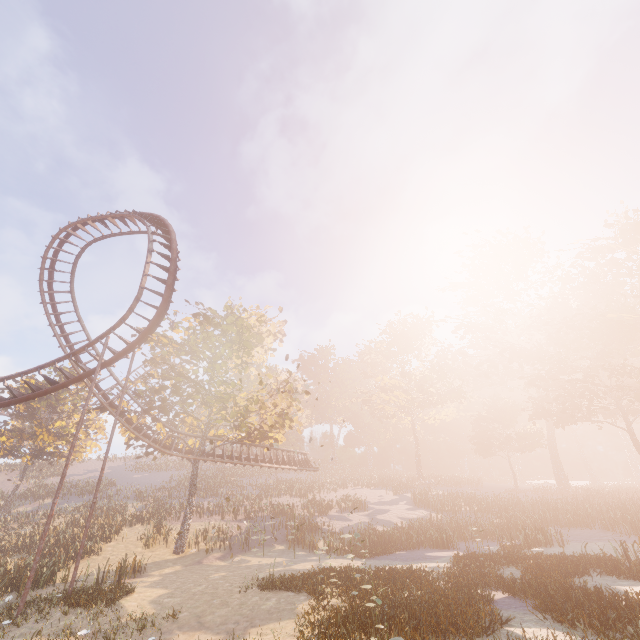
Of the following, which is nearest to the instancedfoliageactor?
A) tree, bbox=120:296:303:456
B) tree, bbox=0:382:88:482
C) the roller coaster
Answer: tree, bbox=120:296:303:456

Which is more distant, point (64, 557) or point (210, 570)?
point (64, 557)

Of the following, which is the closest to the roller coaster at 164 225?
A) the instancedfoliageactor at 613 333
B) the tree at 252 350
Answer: the tree at 252 350

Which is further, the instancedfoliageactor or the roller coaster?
the roller coaster

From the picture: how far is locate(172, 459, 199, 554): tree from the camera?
23.47m

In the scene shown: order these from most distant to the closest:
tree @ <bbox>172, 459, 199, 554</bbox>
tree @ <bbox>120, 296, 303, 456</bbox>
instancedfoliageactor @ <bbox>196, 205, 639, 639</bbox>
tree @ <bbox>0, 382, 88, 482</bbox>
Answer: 1. tree @ <bbox>0, 382, 88, 482</bbox>
2. tree @ <bbox>120, 296, 303, 456</bbox>
3. tree @ <bbox>172, 459, 199, 554</bbox>
4. instancedfoliageactor @ <bbox>196, 205, 639, 639</bbox>

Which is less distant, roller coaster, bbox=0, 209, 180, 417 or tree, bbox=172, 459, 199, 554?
roller coaster, bbox=0, 209, 180, 417

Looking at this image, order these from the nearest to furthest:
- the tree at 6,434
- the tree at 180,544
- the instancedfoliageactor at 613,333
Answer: the instancedfoliageactor at 613,333, the tree at 180,544, the tree at 6,434
